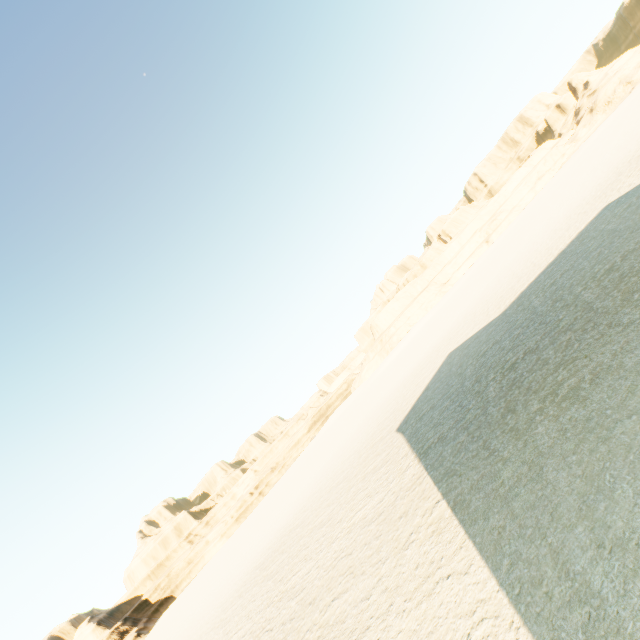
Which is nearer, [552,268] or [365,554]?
[365,554]
